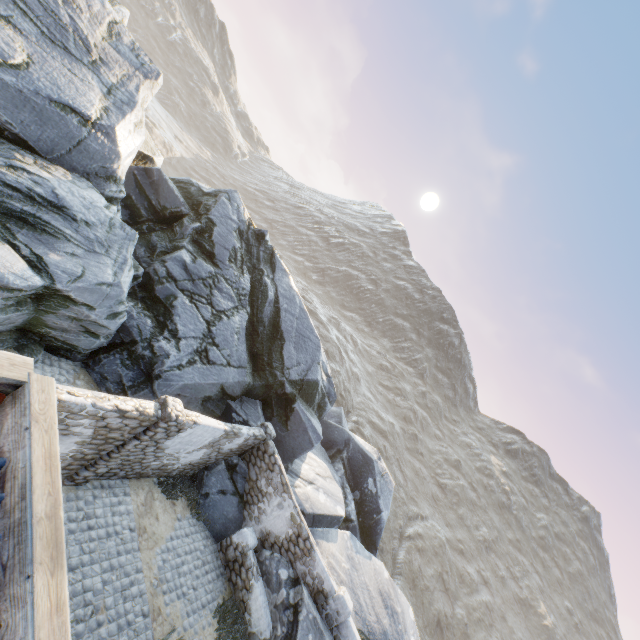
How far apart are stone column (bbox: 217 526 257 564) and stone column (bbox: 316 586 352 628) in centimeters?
275cm

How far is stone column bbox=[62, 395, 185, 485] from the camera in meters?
7.9

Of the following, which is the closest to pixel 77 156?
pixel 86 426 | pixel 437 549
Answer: pixel 86 426

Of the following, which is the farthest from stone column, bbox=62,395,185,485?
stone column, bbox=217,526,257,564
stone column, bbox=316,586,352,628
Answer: stone column, bbox=316,586,352,628

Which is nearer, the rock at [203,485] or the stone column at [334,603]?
the stone column at [334,603]

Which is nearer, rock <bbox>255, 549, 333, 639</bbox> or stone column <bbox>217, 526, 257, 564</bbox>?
rock <bbox>255, 549, 333, 639</bbox>

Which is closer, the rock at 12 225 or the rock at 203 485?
the rock at 12 225

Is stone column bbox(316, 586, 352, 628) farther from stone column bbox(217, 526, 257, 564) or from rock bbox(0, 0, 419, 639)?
stone column bbox(217, 526, 257, 564)
